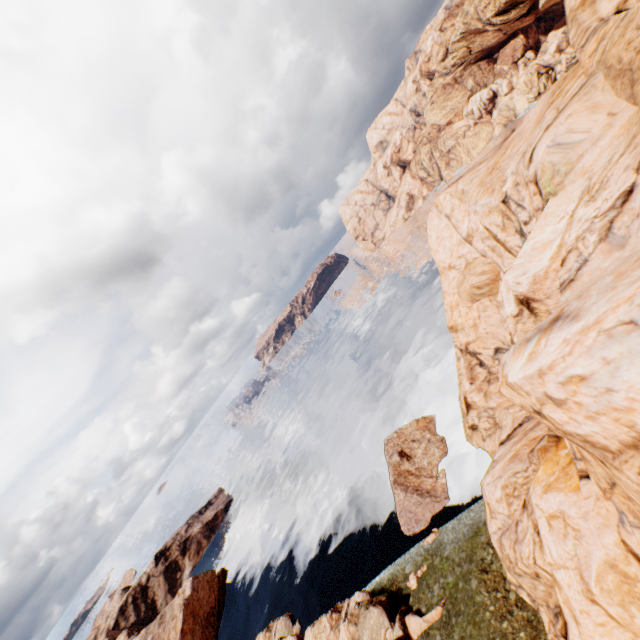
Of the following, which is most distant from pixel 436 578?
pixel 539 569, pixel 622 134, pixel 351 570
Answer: pixel 622 134

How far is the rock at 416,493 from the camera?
33.2 meters

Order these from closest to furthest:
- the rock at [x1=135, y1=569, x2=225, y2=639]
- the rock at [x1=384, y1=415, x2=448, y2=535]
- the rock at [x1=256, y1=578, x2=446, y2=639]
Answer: the rock at [x1=256, y1=578, x2=446, y2=639] < the rock at [x1=384, y1=415, x2=448, y2=535] < the rock at [x1=135, y1=569, x2=225, y2=639]

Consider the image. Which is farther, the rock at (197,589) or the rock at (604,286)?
the rock at (197,589)

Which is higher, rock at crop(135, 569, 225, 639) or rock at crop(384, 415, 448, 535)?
rock at crop(135, 569, 225, 639)

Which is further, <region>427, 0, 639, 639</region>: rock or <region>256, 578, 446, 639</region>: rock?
<region>256, 578, 446, 639</region>: rock

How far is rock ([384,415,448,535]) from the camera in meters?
33.2 m
